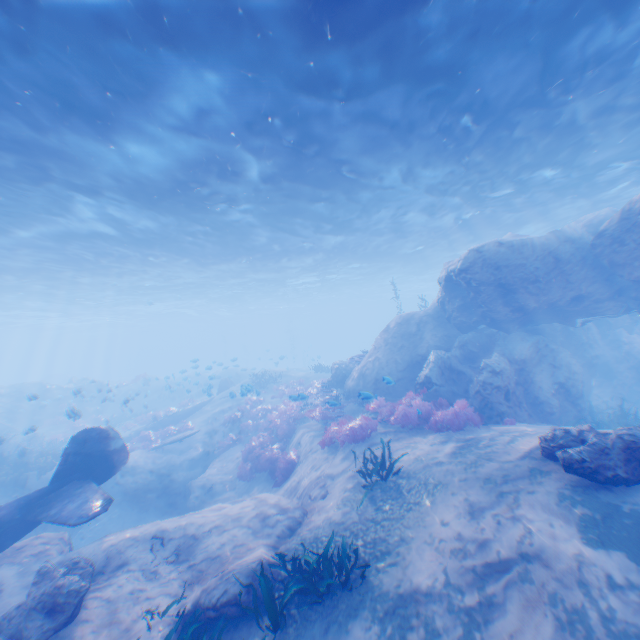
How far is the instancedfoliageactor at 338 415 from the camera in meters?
11.2

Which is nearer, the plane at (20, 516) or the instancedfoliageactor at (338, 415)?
the plane at (20, 516)

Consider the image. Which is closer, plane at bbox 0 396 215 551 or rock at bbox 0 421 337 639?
rock at bbox 0 421 337 639

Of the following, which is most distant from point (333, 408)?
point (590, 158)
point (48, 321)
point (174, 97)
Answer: point (48, 321)

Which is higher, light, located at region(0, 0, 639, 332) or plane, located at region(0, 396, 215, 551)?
light, located at region(0, 0, 639, 332)

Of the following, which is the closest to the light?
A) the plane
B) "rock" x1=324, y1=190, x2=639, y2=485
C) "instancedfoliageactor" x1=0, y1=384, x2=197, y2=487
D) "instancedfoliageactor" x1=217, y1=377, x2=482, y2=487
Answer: "rock" x1=324, y1=190, x2=639, y2=485

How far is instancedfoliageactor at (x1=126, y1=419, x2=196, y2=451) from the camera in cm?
1941

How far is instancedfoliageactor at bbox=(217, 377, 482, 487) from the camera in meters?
11.2 m
